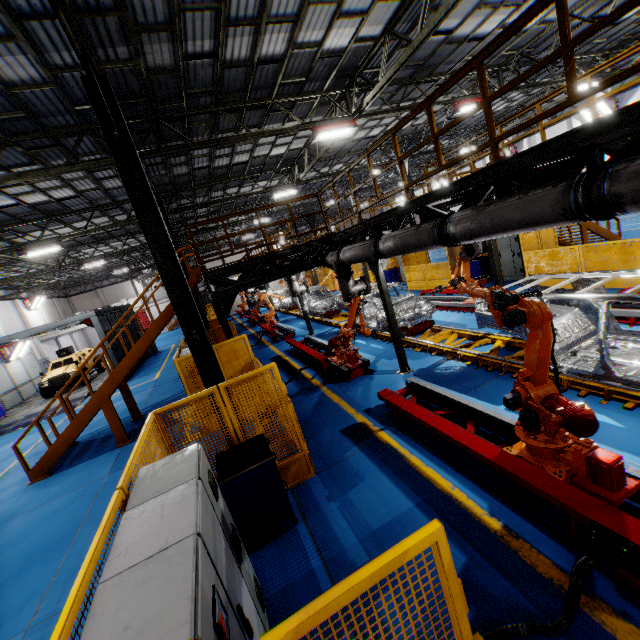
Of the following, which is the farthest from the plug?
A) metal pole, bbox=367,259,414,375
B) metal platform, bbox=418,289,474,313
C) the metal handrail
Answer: metal platform, bbox=418,289,474,313

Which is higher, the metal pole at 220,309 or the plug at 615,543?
the metal pole at 220,309

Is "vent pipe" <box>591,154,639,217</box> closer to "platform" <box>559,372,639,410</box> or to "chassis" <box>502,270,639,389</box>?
"chassis" <box>502,270,639,389</box>

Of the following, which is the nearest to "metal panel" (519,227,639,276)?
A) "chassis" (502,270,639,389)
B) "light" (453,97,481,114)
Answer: "chassis" (502,270,639,389)

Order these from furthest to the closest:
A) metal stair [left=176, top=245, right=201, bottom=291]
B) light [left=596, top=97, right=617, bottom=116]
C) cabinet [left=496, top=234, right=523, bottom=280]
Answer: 1. light [left=596, top=97, right=617, bottom=116]
2. cabinet [left=496, top=234, right=523, bottom=280]
3. metal stair [left=176, top=245, right=201, bottom=291]

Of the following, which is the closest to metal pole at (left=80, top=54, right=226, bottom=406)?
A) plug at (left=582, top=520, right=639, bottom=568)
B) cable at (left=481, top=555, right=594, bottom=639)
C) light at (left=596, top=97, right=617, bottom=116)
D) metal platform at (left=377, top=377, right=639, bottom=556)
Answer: metal platform at (left=377, top=377, right=639, bottom=556)

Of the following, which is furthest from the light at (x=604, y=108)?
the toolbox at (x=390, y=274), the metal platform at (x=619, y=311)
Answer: the metal platform at (x=619, y=311)

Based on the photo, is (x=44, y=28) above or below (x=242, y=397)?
above
